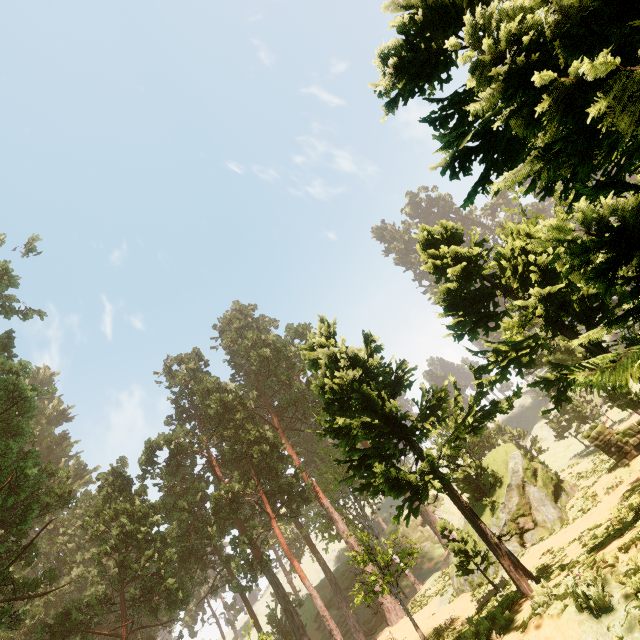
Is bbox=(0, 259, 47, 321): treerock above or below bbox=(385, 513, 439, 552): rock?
above

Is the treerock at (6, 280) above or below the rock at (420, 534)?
above

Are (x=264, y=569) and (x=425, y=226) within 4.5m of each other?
no

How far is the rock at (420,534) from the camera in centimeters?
4750cm

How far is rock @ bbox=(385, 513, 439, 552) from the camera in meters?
47.5 m

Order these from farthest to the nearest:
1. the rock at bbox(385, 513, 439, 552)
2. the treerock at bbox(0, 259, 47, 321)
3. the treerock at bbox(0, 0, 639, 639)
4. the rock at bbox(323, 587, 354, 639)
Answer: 1. the rock at bbox(385, 513, 439, 552)
2. the rock at bbox(323, 587, 354, 639)
3. the treerock at bbox(0, 259, 47, 321)
4. the treerock at bbox(0, 0, 639, 639)

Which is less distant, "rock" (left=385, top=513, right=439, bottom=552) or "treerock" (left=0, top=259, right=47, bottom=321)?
"treerock" (left=0, top=259, right=47, bottom=321)

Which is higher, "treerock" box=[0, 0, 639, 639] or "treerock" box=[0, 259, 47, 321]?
"treerock" box=[0, 259, 47, 321]
